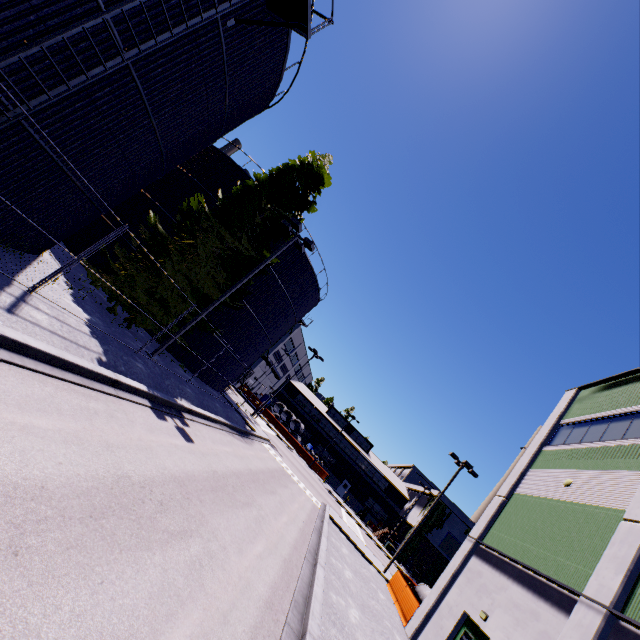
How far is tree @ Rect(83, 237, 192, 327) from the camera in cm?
1525

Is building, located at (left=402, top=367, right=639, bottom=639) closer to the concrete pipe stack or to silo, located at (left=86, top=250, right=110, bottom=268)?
the concrete pipe stack

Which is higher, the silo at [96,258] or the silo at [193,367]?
the silo at [96,258]

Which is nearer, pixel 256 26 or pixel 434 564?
pixel 256 26

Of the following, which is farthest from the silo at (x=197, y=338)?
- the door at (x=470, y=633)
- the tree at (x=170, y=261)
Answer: the door at (x=470, y=633)

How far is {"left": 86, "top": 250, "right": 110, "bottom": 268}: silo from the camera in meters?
20.0 m

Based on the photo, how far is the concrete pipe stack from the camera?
18.22m

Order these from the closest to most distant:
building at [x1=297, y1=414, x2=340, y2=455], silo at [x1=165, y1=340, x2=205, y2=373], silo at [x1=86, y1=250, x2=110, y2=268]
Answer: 1. silo at [x1=86, y1=250, x2=110, y2=268]
2. silo at [x1=165, y1=340, x2=205, y2=373]
3. building at [x1=297, y1=414, x2=340, y2=455]
